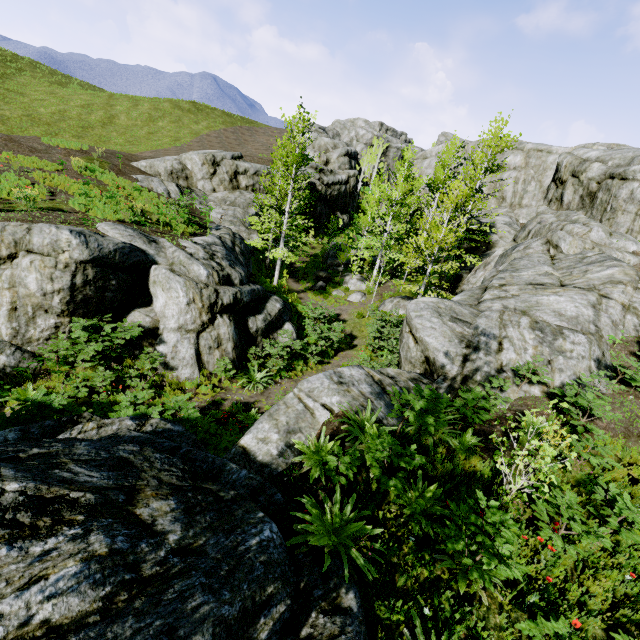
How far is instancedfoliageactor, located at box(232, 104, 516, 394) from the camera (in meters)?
15.69

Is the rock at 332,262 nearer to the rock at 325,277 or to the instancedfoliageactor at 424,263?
the instancedfoliageactor at 424,263

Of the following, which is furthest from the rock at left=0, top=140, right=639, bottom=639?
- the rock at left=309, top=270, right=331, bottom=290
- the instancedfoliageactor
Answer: the rock at left=309, top=270, right=331, bottom=290

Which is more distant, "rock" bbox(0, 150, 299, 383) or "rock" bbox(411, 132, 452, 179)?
"rock" bbox(411, 132, 452, 179)

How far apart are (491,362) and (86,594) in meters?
9.9 m

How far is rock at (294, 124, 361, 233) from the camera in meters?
37.8
